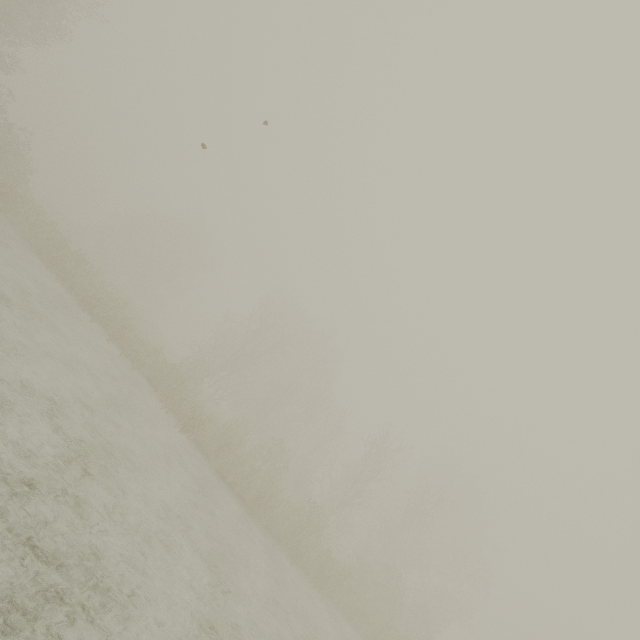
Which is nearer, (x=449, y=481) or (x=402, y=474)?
(x=449, y=481)
